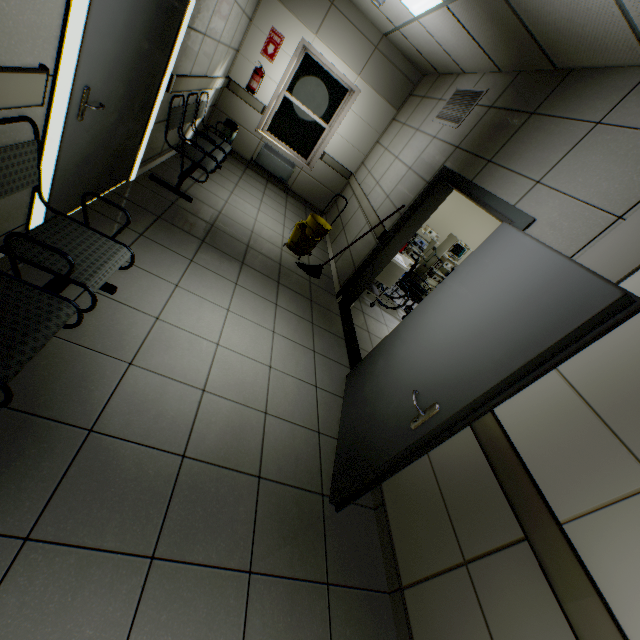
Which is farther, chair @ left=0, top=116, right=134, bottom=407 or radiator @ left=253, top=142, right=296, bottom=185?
radiator @ left=253, top=142, right=296, bottom=185

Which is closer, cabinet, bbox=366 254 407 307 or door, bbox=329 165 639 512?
door, bbox=329 165 639 512

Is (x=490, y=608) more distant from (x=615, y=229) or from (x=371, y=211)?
(x=371, y=211)

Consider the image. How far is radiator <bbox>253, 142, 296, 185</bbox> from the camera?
6.7m

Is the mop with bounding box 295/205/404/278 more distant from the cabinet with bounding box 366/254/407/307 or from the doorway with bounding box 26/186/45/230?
the doorway with bounding box 26/186/45/230

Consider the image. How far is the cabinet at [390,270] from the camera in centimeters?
494cm

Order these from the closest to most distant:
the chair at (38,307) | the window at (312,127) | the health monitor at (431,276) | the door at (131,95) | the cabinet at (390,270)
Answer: the chair at (38,307) → the door at (131,95) → the cabinet at (390,270) → the window at (312,127) → the health monitor at (431,276)

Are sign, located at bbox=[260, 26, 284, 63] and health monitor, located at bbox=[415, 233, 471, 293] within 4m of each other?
no
